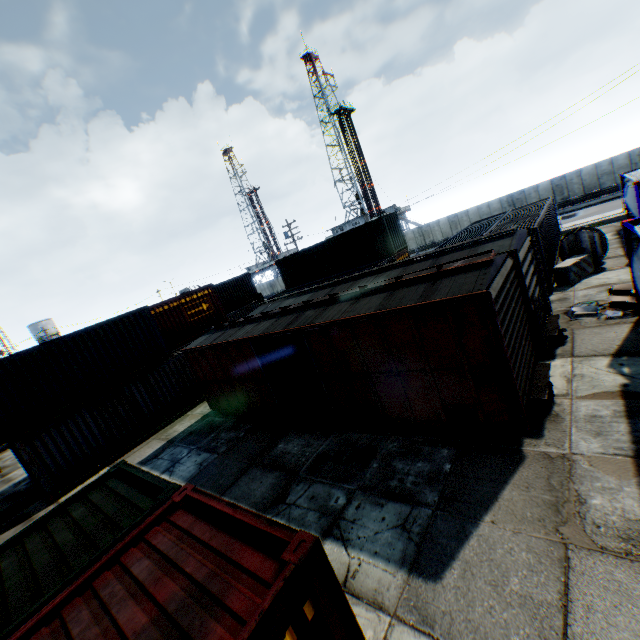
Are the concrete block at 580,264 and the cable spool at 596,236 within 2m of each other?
yes

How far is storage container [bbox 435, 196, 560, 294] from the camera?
13.9m

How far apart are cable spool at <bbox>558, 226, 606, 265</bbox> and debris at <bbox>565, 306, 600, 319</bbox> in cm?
563

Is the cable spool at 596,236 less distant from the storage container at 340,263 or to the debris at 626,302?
the debris at 626,302

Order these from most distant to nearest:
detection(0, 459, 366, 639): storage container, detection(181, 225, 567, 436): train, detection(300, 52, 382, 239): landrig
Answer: detection(300, 52, 382, 239): landrig
detection(181, 225, 567, 436): train
detection(0, 459, 366, 639): storage container

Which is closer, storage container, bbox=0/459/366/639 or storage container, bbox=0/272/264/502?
storage container, bbox=0/459/366/639

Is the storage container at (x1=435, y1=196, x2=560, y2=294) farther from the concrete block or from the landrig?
the landrig

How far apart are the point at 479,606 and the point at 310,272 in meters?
26.4 m
